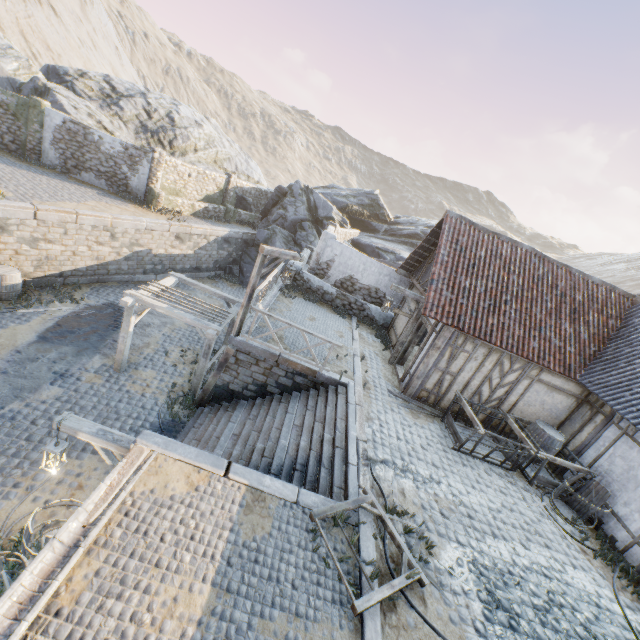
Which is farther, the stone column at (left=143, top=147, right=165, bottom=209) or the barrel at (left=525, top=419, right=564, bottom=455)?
the stone column at (left=143, top=147, right=165, bottom=209)

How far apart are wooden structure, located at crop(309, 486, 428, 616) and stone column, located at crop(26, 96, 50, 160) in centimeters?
2330cm

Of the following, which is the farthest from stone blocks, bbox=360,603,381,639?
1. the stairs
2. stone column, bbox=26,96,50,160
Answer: stone column, bbox=26,96,50,160

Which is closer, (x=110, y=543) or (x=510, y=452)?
(x=110, y=543)

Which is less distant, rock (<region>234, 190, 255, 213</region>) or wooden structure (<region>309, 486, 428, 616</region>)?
wooden structure (<region>309, 486, 428, 616</region>)

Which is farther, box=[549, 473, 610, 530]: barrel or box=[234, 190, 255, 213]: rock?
box=[234, 190, 255, 213]: rock

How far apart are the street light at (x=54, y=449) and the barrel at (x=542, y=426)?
10.9m

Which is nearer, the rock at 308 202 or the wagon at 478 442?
the wagon at 478 442
